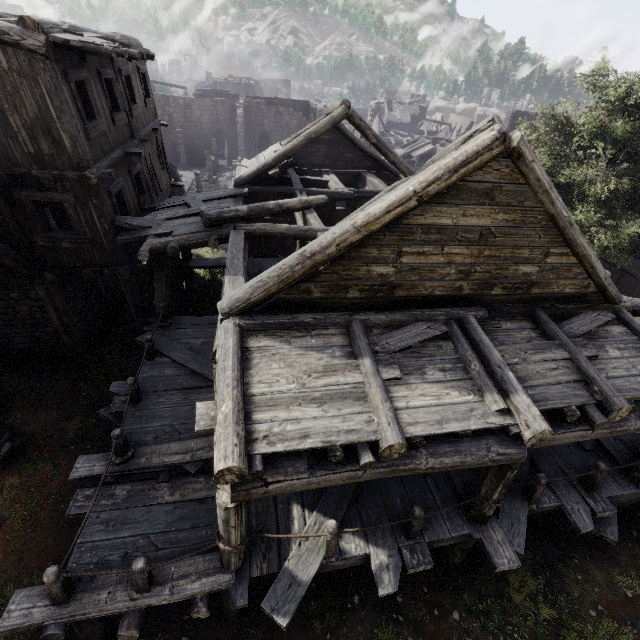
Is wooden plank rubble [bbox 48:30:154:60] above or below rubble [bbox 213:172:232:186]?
above

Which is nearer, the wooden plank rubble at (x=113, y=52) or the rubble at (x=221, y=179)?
the wooden plank rubble at (x=113, y=52)

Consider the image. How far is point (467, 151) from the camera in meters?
4.7 m

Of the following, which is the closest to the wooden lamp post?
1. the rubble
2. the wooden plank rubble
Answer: the wooden plank rubble

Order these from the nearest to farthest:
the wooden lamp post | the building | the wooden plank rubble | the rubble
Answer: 1. the building
2. the wooden plank rubble
3. the wooden lamp post
4. the rubble

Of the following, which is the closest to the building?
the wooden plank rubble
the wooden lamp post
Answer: the wooden plank rubble

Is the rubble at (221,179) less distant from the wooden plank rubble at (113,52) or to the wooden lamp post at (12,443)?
the wooden plank rubble at (113,52)

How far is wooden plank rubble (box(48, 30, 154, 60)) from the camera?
7.0m
